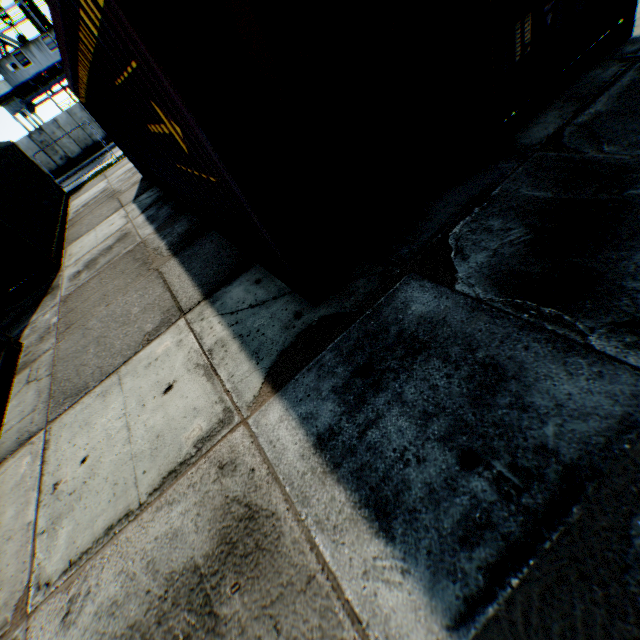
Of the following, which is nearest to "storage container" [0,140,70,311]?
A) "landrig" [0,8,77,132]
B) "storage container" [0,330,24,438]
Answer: "storage container" [0,330,24,438]

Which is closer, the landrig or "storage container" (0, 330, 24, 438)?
"storage container" (0, 330, 24, 438)

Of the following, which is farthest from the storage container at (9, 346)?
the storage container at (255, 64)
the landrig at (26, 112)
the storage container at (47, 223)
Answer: the landrig at (26, 112)

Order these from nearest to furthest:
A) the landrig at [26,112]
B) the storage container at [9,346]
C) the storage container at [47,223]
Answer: the storage container at [9,346] < the storage container at [47,223] < the landrig at [26,112]

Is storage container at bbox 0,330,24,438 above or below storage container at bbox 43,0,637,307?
below

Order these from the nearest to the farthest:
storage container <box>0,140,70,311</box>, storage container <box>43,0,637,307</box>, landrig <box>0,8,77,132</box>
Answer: storage container <box>43,0,637,307</box> < storage container <box>0,140,70,311</box> < landrig <box>0,8,77,132</box>

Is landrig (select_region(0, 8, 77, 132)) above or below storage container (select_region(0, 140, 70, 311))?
above

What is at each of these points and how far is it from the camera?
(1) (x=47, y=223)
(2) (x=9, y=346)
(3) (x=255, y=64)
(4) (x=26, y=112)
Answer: (1) storage container, 10.4m
(2) storage container, 5.6m
(3) storage container, 2.0m
(4) landrig, 29.0m
